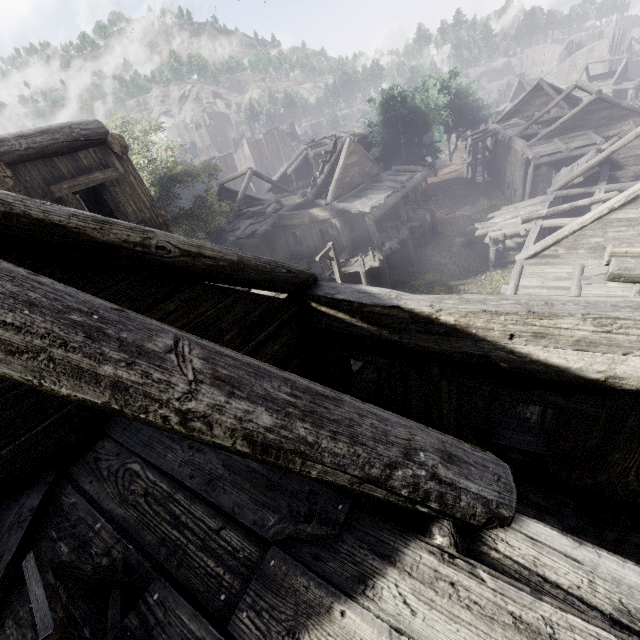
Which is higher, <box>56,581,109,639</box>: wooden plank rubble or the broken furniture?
the broken furniture

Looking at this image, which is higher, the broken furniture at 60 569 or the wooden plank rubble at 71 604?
the broken furniture at 60 569

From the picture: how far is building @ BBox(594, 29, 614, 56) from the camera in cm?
5784

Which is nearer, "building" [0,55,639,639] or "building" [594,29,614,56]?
"building" [0,55,639,639]

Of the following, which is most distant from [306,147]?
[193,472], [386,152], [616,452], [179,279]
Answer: [193,472]

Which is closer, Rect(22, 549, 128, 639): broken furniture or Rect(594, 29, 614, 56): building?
Rect(22, 549, 128, 639): broken furniture

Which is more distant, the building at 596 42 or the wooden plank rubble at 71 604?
the building at 596 42
